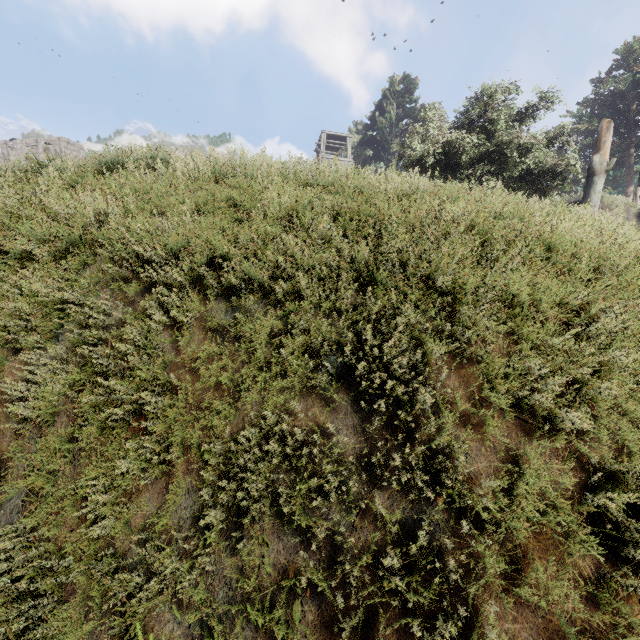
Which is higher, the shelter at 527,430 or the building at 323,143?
the building at 323,143

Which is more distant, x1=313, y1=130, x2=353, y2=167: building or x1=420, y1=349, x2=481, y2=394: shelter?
x1=313, y1=130, x2=353, y2=167: building

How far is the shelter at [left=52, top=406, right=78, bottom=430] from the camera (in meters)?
1.99

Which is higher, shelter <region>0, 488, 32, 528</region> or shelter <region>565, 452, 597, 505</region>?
shelter <region>565, 452, 597, 505</region>

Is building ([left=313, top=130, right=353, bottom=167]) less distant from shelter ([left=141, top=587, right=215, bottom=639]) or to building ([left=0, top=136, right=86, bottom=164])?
shelter ([left=141, top=587, right=215, bottom=639])

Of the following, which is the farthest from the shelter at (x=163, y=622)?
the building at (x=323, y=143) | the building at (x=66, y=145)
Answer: the building at (x=323, y=143)

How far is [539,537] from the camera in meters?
1.5
